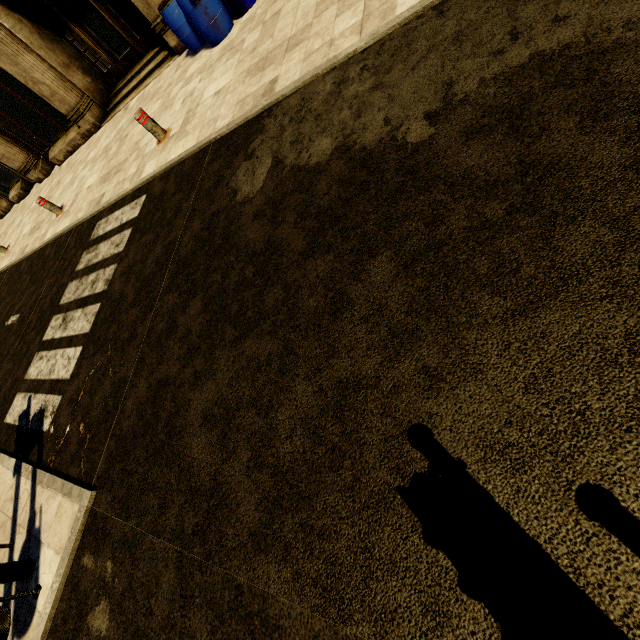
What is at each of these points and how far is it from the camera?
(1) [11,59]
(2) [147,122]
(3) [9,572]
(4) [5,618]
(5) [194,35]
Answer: (1) building, 8.9 meters
(2) metal bar, 5.9 meters
(3) traffic light, 3.0 meters
(4) trash bin, 2.6 meters
(5) barrel, 6.9 meters

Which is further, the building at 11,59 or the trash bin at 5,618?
the building at 11,59

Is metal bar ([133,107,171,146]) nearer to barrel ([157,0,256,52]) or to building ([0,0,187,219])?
barrel ([157,0,256,52])

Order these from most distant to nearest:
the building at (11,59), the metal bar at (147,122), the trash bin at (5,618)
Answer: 1. the building at (11,59)
2. the metal bar at (147,122)
3. the trash bin at (5,618)

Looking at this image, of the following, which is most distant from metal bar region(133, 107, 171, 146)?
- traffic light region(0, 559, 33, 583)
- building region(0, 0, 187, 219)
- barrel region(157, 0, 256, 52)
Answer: traffic light region(0, 559, 33, 583)

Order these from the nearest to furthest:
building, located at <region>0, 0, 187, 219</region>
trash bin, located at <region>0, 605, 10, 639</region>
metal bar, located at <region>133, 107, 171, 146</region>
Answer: trash bin, located at <region>0, 605, 10, 639</region>, metal bar, located at <region>133, 107, 171, 146</region>, building, located at <region>0, 0, 187, 219</region>

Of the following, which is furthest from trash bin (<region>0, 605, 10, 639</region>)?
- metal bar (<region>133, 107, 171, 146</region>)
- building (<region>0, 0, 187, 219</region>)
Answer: building (<region>0, 0, 187, 219</region>)
